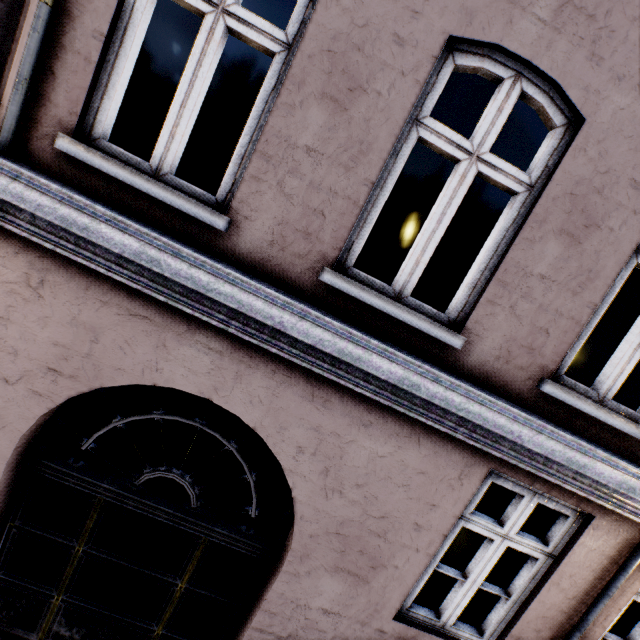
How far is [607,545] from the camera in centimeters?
296cm
